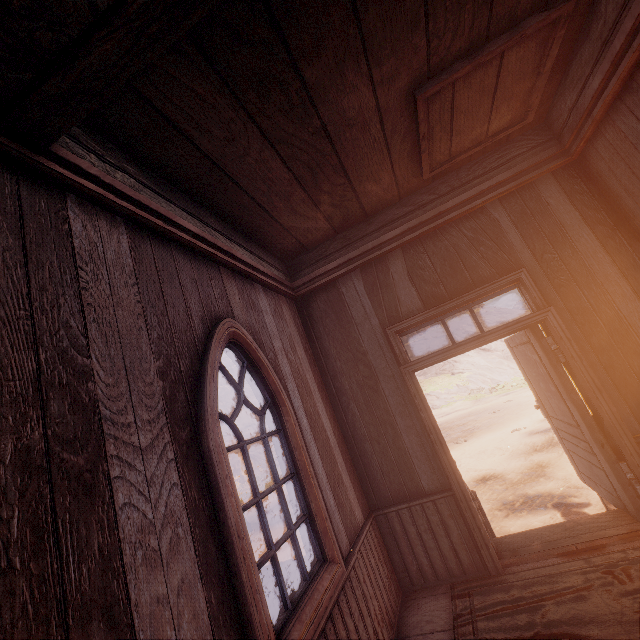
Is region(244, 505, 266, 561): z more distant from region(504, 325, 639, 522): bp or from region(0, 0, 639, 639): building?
region(504, 325, 639, 522): bp

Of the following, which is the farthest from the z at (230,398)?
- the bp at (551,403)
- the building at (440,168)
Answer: the bp at (551,403)

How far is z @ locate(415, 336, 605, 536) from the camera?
6.1m

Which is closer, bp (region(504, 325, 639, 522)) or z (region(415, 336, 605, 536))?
bp (region(504, 325, 639, 522))

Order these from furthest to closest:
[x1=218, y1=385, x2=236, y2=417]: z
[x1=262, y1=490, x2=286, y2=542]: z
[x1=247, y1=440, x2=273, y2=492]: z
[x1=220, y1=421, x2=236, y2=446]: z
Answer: [x1=218, y1=385, x2=236, y2=417]: z
[x1=220, y1=421, x2=236, y2=446]: z
[x1=247, y1=440, x2=273, y2=492]: z
[x1=262, y1=490, x2=286, y2=542]: z

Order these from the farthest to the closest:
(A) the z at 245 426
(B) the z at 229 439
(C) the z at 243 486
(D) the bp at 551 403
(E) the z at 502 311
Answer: (E) the z at 502 311, (A) the z at 245 426, (B) the z at 229 439, (C) the z at 243 486, (D) the bp at 551 403

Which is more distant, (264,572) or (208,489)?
(264,572)

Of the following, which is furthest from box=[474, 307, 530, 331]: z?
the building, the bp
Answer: the bp
